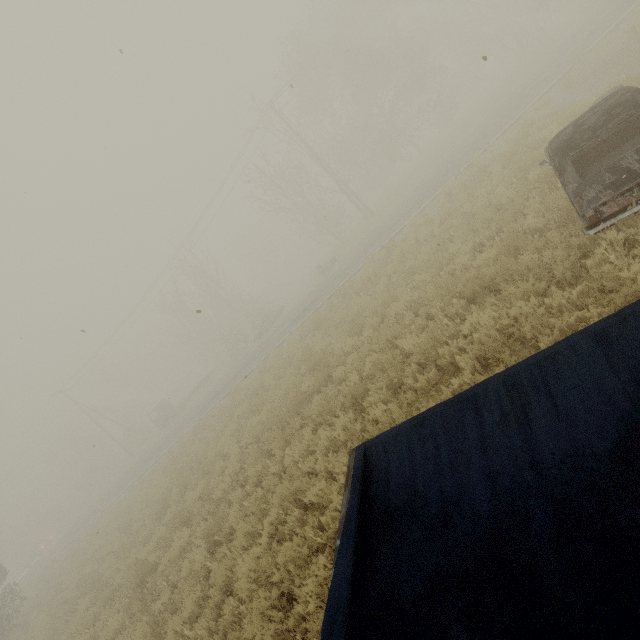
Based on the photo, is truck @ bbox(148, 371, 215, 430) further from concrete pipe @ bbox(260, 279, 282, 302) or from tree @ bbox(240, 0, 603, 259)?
tree @ bbox(240, 0, 603, 259)

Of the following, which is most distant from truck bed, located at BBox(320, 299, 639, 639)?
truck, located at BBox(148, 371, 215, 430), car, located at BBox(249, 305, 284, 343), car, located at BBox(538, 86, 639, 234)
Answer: truck, located at BBox(148, 371, 215, 430)

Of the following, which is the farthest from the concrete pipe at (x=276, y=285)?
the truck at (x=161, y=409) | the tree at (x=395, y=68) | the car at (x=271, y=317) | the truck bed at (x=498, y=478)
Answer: the truck bed at (x=498, y=478)

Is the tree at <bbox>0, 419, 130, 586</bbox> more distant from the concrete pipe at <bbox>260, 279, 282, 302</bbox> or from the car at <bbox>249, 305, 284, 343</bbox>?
the car at <bbox>249, 305, 284, 343</bbox>

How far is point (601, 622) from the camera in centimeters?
172cm

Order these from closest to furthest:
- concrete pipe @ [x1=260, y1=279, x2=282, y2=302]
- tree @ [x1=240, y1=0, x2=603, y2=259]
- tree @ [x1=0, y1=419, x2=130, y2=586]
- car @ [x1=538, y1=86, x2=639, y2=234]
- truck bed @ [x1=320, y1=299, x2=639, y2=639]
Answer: truck bed @ [x1=320, y1=299, x2=639, y2=639] → car @ [x1=538, y1=86, x2=639, y2=234] → tree @ [x1=240, y1=0, x2=603, y2=259] → tree @ [x1=0, y1=419, x2=130, y2=586] → concrete pipe @ [x1=260, y1=279, x2=282, y2=302]

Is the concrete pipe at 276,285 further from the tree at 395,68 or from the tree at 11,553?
the tree at 11,553

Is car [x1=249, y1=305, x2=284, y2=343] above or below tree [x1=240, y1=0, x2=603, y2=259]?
below
